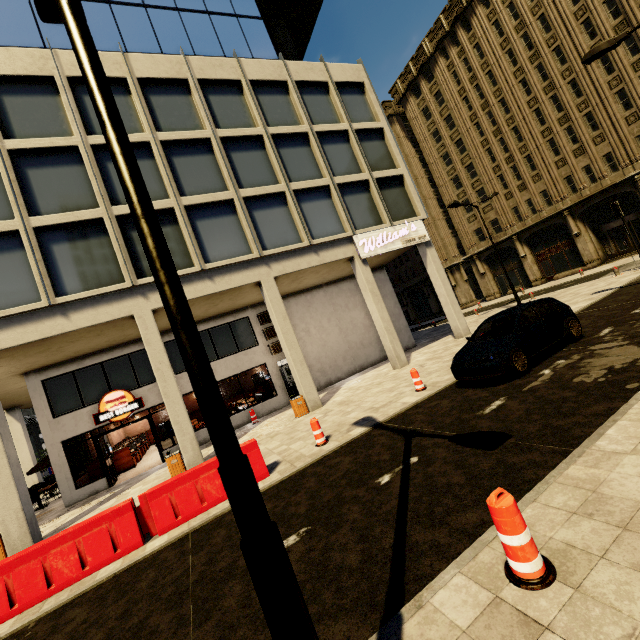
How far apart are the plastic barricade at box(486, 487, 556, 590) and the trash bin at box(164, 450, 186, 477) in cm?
1104

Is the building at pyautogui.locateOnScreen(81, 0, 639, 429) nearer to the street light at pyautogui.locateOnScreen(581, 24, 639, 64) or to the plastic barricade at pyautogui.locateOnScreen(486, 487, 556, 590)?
the street light at pyautogui.locateOnScreen(581, 24, 639, 64)

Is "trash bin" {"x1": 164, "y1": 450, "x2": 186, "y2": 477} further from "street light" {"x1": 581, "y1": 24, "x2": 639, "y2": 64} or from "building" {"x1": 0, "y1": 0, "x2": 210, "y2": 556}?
"street light" {"x1": 581, "y1": 24, "x2": 639, "y2": 64}

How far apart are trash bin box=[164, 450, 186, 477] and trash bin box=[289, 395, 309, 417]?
4.5 meters

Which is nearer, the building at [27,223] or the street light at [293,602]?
the street light at [293,602]

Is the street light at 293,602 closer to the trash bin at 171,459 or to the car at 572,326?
the car at 572,326

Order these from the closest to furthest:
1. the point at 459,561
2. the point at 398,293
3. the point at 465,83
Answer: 1. the point at 459,561
2. the point at 465,83
3. the point at 398,293

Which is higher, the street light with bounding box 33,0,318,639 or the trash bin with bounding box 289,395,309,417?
the street light with bounding box 33,0,318,639
